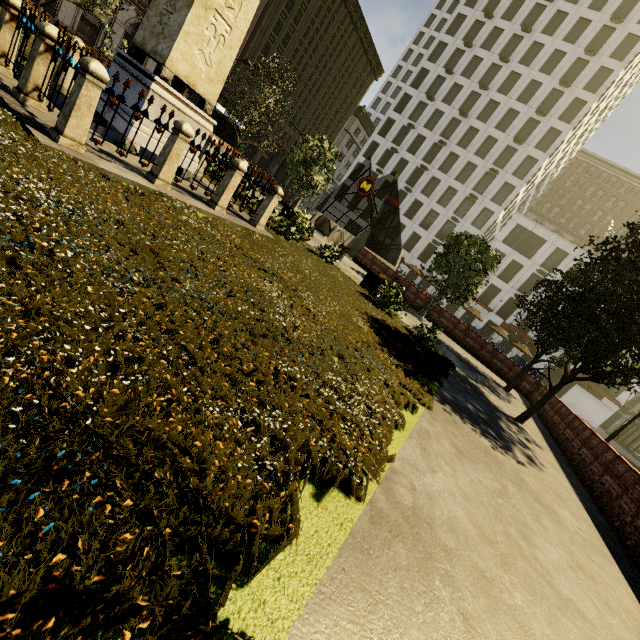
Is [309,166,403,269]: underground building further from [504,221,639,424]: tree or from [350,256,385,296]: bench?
[350,256,385,296]: bench

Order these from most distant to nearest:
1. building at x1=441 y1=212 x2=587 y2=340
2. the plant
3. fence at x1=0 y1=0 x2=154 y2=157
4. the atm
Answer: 1. building at x1=441 y1=212 x2=587 y2=340
2. the atm
3. fence at x1=0 y1=0 x2=154 y2=157
4. the plant

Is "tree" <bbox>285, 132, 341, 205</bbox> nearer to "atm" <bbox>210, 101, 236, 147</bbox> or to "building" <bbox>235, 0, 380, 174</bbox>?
"atm" <bbox>210, 101, 236, 147</bbox>

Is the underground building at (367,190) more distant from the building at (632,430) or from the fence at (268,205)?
the building at (632,430)

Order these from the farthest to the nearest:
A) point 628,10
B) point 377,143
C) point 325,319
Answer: point 377,143, point 628,10, point 325,319

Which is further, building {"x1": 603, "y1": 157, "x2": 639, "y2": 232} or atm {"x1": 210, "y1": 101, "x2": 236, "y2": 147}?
building {"x1": 603, "y1": 157, "x2": 639, "y2": 232}

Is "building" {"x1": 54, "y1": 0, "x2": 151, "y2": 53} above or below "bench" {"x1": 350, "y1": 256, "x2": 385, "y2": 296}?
above

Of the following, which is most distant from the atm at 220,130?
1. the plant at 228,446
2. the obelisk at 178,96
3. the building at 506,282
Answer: the building at 506,282
